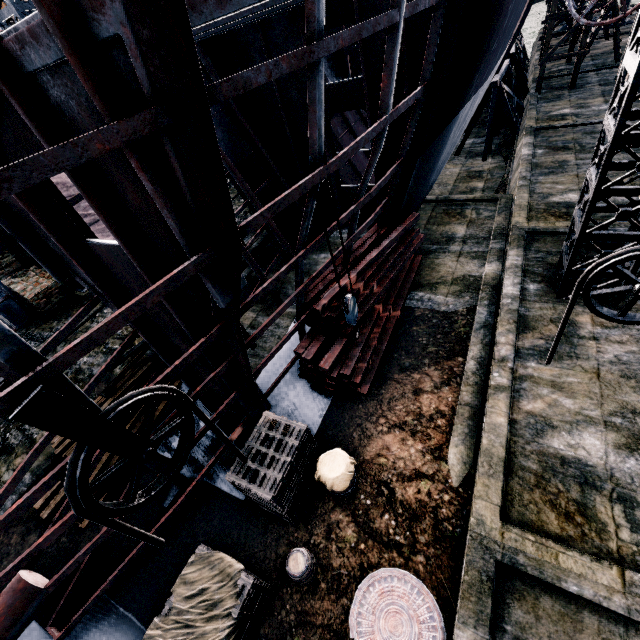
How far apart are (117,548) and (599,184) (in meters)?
15.24

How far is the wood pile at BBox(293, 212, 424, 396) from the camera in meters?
9.9 m

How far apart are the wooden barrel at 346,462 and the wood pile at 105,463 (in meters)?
6.17

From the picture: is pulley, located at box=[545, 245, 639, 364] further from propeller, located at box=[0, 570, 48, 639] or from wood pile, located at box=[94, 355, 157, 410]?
wood pile, located at box=[94, 355, 157, 410]

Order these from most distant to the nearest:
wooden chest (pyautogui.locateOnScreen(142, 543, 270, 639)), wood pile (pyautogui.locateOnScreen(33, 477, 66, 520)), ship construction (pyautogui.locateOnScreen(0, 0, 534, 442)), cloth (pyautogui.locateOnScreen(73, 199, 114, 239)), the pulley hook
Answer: cloth (pyautogui.locateOnScreen(73, 199, 114, 239)) < wood pile (pyautogui.locateOnScreen(33, 477, 66, 520)) < the pulley hook < wooden chest (pyautogui.locateOnScreen(142, 543, 270, 639)) < ship construction (pyautogui.locateOnScreen(0, 0, 534, 442))

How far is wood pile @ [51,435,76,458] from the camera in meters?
9.0 m

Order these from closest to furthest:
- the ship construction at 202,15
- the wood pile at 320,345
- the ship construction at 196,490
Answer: the ship construction at 202,15, the ship construction at 196,490, the wood pile at 320,345

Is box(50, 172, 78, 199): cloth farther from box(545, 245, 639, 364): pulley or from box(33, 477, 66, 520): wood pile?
box(545, 245, 639, 364): pulley
